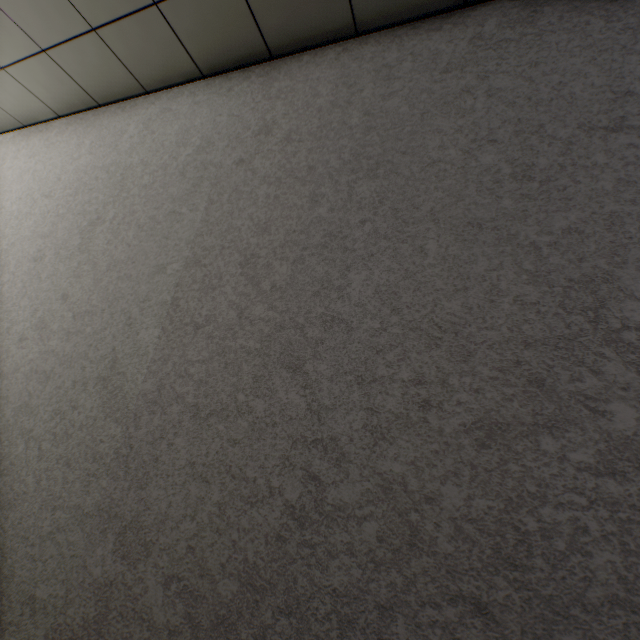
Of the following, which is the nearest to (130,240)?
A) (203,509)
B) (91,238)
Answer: (91,238)
